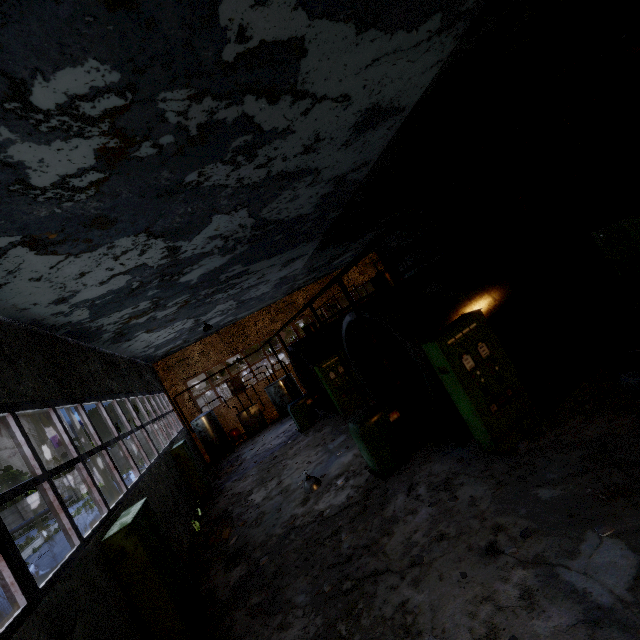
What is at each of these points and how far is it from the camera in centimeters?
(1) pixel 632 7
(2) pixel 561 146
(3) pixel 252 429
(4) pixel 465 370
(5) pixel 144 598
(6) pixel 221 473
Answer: (1) pipe holder, 194cm
(2) pipe, 1181cm
(3) boiler group, 1962cm
(4) power box, 600cm
(5) power box, 521cm
(6) concrete debris, 1522cm

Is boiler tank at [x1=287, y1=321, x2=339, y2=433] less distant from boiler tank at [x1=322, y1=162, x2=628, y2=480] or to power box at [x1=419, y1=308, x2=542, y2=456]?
boiler tank at [x1=322, y1=162, x2=628, y2=480]

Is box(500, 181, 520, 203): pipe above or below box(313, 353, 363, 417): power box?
above

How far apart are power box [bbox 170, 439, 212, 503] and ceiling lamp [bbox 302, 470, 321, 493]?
5.66m

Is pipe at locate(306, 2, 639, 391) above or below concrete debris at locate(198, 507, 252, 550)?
above

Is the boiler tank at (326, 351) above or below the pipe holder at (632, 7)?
below

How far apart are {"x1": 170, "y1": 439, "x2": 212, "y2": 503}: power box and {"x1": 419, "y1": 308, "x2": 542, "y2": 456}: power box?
10.61m

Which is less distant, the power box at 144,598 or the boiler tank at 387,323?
the power box at 144,598
